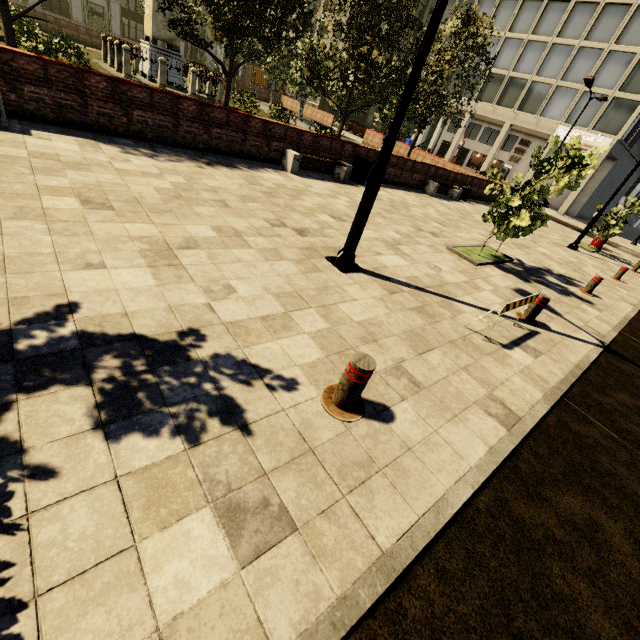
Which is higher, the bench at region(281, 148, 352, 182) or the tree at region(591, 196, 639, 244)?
the tree at region(591, 196, 639, 244)

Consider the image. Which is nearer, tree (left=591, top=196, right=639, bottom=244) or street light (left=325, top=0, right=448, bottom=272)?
street light (left=325, top=0, right=448, bottom=272)

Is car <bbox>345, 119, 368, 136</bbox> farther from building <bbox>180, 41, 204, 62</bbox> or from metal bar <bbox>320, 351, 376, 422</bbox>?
metal bar <bbox>320, 351, 376, 422</bbox>

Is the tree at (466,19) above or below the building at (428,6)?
below

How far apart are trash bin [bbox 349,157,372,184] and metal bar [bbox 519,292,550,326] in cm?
842

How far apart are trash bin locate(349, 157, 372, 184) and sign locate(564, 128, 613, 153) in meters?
30.2

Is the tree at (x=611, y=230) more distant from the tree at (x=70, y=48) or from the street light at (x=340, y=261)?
the street light at (x=340, y=261)

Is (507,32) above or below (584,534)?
above
